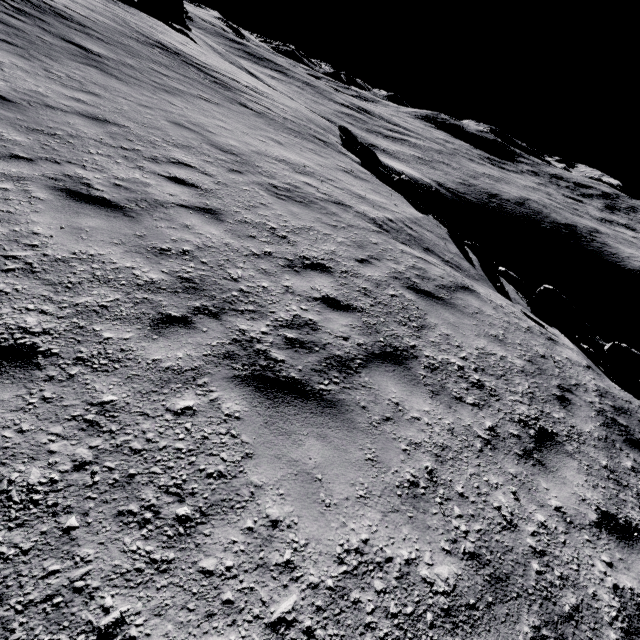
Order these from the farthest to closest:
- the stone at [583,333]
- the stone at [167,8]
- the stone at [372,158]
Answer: the stone at [167,8] → the stone at [372,158] → the stone at [583,333]

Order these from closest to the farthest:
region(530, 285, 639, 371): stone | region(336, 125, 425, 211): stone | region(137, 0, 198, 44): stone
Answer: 1. region(530, 285, 639, 371): stone
2. region(336, 125, 425, 211): stone
3. region(137, 0, 198, 44): stone

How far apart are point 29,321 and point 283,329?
2.41m

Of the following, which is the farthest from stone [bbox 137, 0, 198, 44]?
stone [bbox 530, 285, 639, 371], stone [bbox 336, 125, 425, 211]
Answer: stone [bbox 530, 285, 639, 371]

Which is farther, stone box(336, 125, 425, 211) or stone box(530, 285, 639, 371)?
stone box(336, 125, 425, 211)

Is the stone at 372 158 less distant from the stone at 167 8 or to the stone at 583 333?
the stone at 583 333
